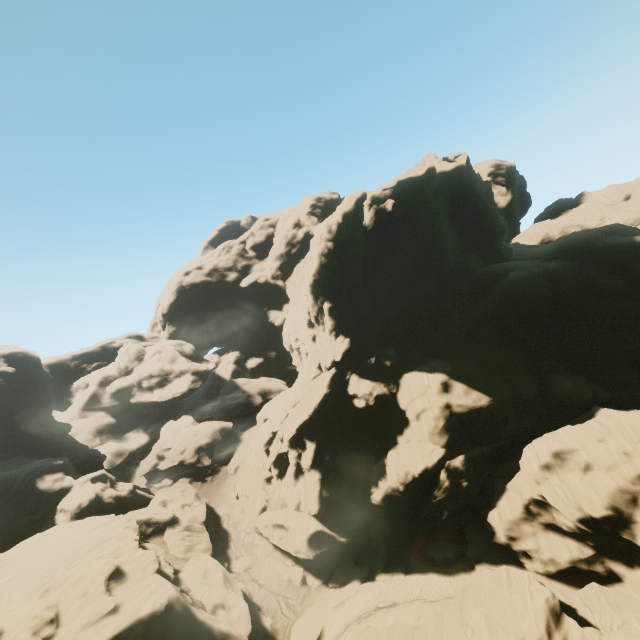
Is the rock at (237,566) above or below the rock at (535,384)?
below

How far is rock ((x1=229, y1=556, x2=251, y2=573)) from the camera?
40.4m

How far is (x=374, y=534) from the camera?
37.09m

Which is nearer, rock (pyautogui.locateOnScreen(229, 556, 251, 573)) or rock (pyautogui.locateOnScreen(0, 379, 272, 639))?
rock (pyautogui.locateOnScreen(0, 379, 272, 639))

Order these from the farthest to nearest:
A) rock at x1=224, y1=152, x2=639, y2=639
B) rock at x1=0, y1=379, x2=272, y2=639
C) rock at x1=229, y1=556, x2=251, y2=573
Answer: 1. rock at x1=229, y1=556, x2=251, y2=573
2. rock at x1=0, y1=379, x2=272, y2=639
3. rock at x1=224, y1=152, x2=639, y2=639
